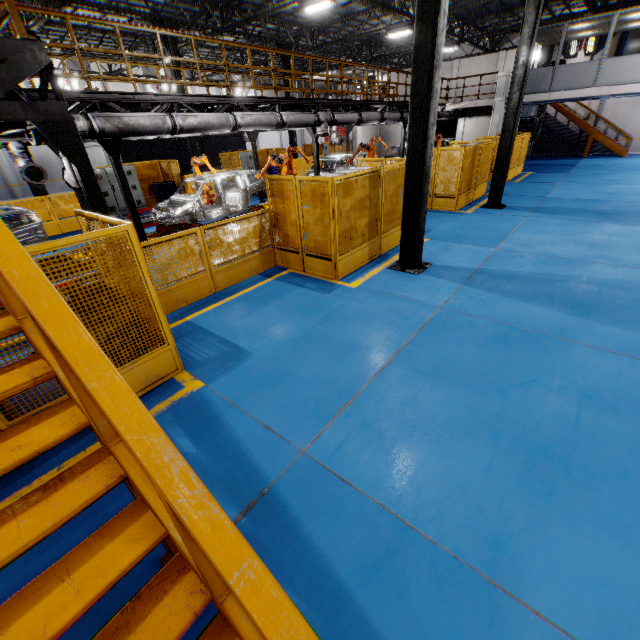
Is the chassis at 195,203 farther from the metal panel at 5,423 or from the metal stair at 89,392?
the metal stair at 89,392

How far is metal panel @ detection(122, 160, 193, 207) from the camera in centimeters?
1688cm

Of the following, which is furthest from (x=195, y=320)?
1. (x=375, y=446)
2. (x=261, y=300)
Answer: (x=375, y=446)

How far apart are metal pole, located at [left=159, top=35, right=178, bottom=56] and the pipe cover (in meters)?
9.29

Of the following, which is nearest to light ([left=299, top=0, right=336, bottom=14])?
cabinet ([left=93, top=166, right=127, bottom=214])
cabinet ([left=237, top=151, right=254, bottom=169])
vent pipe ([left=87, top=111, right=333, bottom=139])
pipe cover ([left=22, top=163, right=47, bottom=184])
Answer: Answer: vent pipe ([left=87, top=111, right=333, bottom=139])

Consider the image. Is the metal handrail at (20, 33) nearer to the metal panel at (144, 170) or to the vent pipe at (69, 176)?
the vent pipe at (69, 176)

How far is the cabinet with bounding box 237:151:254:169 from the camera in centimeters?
2069cm

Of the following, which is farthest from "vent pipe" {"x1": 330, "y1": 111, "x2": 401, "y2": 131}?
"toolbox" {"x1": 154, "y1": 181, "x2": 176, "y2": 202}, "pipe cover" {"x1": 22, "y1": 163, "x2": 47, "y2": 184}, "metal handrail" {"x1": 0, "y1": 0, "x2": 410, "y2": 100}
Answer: "toolbox" {"x1": 154, "y1": 181, "x2": 176, "y2": 202}
